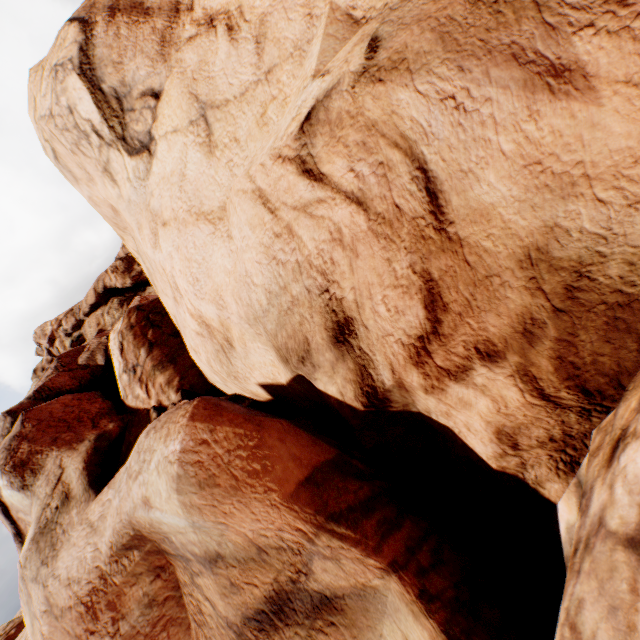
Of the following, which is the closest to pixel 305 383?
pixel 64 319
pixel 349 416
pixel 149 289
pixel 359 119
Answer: pixel 349 416
